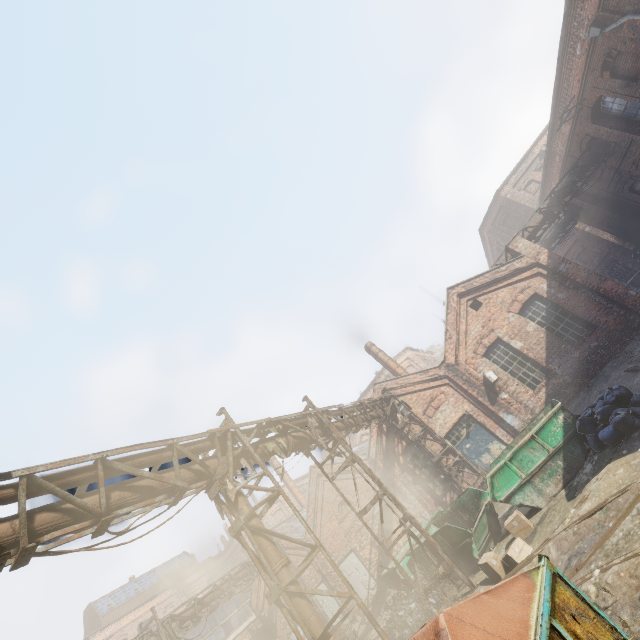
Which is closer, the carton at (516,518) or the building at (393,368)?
the carton at (516,518)

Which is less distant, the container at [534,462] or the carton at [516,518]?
the carton at [516,518]

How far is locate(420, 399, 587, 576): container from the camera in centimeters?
878cm

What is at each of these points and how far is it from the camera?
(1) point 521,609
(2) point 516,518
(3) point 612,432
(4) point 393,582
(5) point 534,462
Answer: (1) trash container, 2.71m
(2) carton, 8.47m
(3) trash bag, 7.61m
(4) container, 11.88m
(5) container, 9.07m

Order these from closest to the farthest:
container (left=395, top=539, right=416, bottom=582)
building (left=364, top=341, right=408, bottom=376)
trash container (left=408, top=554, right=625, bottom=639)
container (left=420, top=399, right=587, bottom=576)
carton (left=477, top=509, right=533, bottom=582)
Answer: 1. trash container (left=408, top=554, right=625, bottom=639)
2. carton (left=477, top=509, right=533, bottom=582)
3. container (left=420, top=399, right=587, bottom=576)
4. container (left=395, top=539, right=416, bottom=582)
5. building (left=364, top=341, right=408, bottom=376)

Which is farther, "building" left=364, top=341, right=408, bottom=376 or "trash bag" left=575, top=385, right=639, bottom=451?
"building" left=364, top=341, right=408, bottom=376

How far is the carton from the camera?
7.43m
